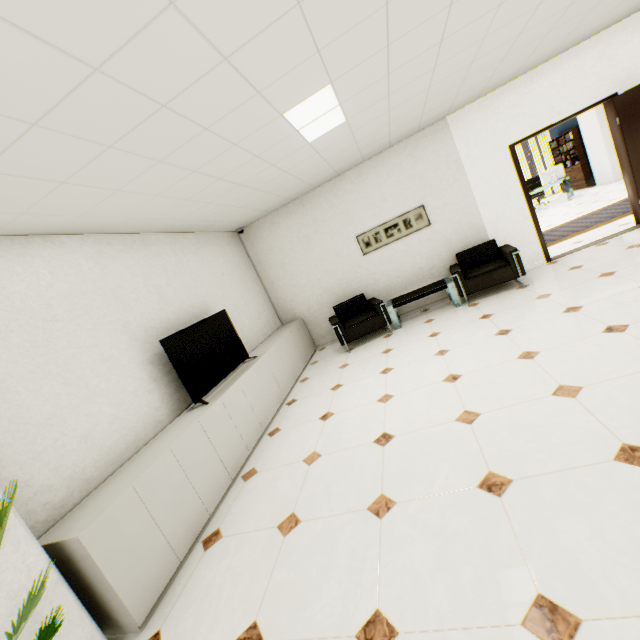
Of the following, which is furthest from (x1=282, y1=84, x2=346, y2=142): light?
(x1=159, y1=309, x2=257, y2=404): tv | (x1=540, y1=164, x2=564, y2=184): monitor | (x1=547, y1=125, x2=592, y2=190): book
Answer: (x1=547, y1=125, x2=592, y2=190): book

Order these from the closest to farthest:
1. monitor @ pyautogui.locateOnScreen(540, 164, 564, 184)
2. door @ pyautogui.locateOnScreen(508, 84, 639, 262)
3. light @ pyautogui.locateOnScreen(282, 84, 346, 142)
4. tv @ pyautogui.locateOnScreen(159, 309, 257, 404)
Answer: light @ pyautogui.locateOnScreen(282, 84, 346, 142)
tv @ pyautogui.locateOnScreen(159, 309, 257, 404)
door @ pyautogui.locateOnScreen(508, 84, 639, 262)
monitor @ pyautogui.locateOnScreen(540, 164, 564, 184)

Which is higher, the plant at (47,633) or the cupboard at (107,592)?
the plant at (47,633)

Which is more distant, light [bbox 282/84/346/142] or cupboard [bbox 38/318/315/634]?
light [bbox 282/84/346/142]

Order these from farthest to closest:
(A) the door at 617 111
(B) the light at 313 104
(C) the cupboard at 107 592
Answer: (A) the door at 617 111 < (B) the light at 313 104 < (C) the cupboard at 107 592

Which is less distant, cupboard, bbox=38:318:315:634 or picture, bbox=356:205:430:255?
cupboard, bbox=38:318:315:634

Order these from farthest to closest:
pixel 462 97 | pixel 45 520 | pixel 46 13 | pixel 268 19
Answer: pixel 462 97 < pixel 45 520 < pixel 268 19 < pixel 46 13

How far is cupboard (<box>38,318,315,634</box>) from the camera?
2.09m
